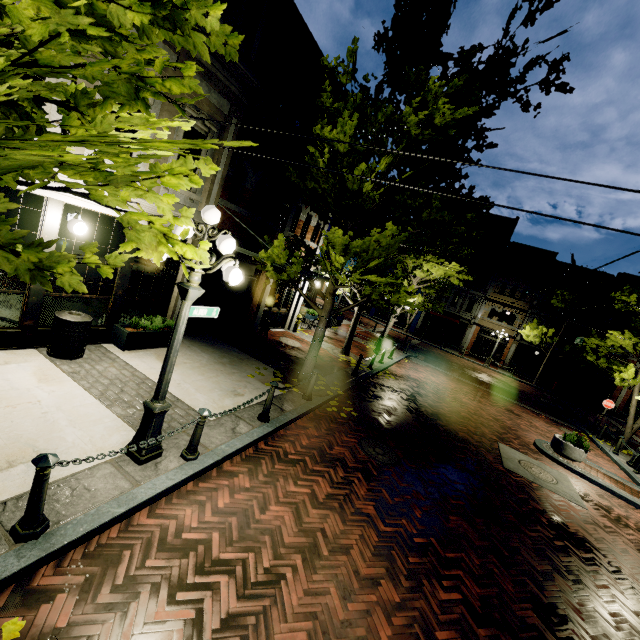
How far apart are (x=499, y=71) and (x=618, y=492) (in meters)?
12.30

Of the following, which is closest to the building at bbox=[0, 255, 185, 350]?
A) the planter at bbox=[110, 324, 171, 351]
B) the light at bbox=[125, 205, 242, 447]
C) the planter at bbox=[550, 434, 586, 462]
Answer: the planter at bbox=[110, 324, 171, 351]

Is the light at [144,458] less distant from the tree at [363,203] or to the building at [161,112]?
the tree at [363,203]

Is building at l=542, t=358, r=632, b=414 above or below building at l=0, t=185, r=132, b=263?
below

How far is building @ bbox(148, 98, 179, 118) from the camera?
6.66m

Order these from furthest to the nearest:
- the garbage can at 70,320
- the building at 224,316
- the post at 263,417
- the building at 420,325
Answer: the building at 420,325
the building at 224,316
the post at 263,417
the garbage can at 70,320

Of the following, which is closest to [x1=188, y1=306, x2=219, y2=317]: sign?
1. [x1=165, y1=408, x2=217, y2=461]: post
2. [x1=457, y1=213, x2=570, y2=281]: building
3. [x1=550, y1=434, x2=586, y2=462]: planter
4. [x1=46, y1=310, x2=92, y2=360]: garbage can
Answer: [x1=165, y1=408, x2=217, y2=461]: post

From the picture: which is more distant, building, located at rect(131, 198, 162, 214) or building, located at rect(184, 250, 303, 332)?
building, located at rect(184, 250, 303, 332)
